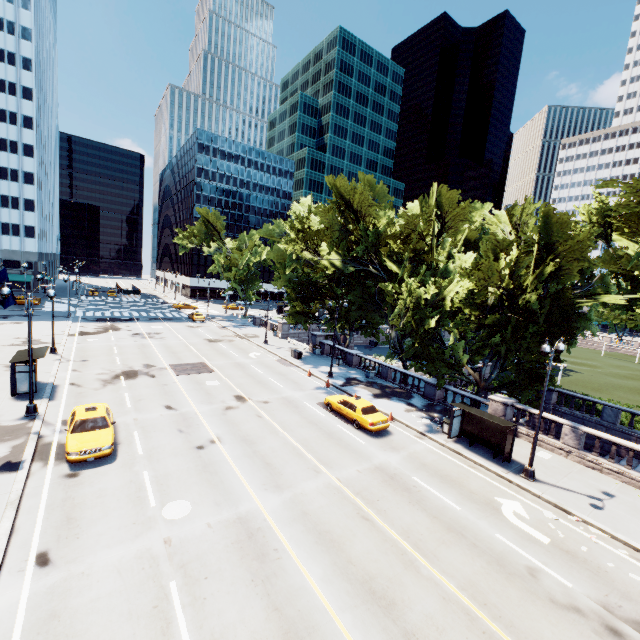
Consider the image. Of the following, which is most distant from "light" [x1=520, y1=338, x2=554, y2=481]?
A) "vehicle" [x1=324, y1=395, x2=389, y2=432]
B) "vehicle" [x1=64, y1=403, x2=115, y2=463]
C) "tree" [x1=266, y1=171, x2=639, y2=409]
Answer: "vehicle" [x1=64, y1=403, x2=115, y2=463]

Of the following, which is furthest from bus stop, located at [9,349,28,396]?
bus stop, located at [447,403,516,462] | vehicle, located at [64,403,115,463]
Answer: bus stop, located at [447,403,516,462]

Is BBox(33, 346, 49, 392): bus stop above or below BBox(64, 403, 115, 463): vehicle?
above

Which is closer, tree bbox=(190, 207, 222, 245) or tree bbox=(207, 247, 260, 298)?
tree bbox=(207, 247, 260, 298)

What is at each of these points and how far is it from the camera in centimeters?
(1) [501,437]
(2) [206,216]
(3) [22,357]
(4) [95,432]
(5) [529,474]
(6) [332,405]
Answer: (1) bus stop, 1870cm
(2) tree, 5934cm
(3) bus stop, 2098cm
(4) vehicle, 1572cm
(5) light, 1667cm
(6) vehicle, 2289cm

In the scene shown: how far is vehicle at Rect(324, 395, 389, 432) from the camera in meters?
20.2

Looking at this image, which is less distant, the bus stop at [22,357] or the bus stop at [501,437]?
the bus stop at [501,437]

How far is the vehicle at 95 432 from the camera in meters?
14.5
